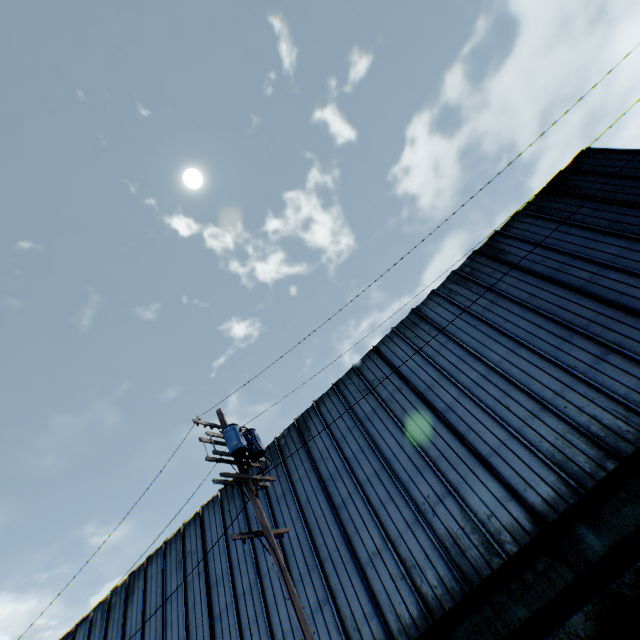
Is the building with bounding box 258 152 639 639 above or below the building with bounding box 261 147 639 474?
below

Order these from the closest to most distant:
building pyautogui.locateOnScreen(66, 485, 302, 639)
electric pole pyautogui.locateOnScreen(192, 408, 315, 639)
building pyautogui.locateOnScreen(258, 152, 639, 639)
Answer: electric pole pyautogui.locateOnScreen(192, 408, 315, 639)
building pyautogui.locateOnScreen(258, 152, 639, 639)
building pyautogui.locateOnScreen(66, 485, 302, 639)

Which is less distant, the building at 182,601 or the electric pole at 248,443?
the electric pole at 248,443

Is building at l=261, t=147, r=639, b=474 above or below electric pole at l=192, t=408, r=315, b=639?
above

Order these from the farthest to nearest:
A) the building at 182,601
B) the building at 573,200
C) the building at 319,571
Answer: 1. the building at 573,200
2. the building at 182,601
3. the building at 319,571

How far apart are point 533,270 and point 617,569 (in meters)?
10.47

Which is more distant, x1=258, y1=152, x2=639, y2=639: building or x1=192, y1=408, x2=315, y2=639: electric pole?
x1=258, y1=152, x2=639, y2=639: building
